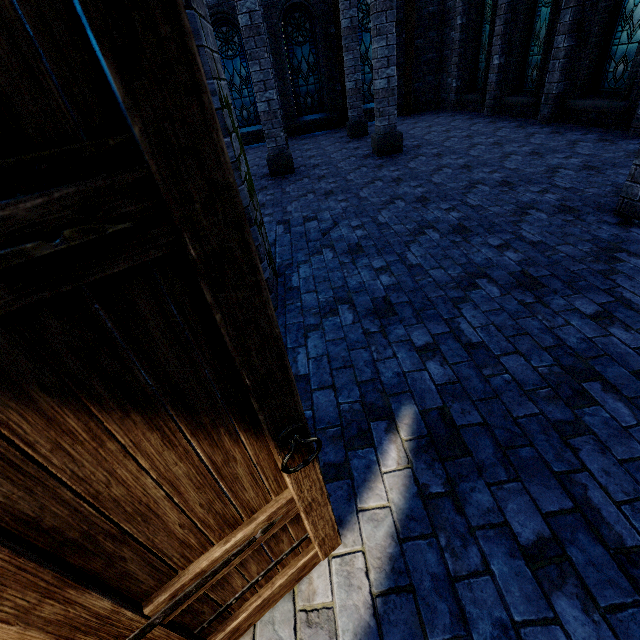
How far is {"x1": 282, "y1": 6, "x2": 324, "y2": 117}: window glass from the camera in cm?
1317

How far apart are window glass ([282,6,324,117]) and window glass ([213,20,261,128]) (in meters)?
1.50

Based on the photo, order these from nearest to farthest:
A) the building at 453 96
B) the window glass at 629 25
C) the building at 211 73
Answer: the building at 211 73 < the window glass at 629 25 < the building at 453 96

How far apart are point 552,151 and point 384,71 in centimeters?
435cm

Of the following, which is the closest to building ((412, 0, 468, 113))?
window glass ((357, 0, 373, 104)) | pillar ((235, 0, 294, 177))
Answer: pillar ((235, 0, 294, 177))

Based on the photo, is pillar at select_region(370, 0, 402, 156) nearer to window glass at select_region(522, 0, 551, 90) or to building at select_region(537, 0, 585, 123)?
building at select_region(537, 0, 585, 123)

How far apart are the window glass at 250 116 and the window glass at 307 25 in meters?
1.5 m

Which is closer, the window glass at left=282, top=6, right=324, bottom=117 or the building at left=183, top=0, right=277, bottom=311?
the building at left=183, top=0, right=277, bottom=311
